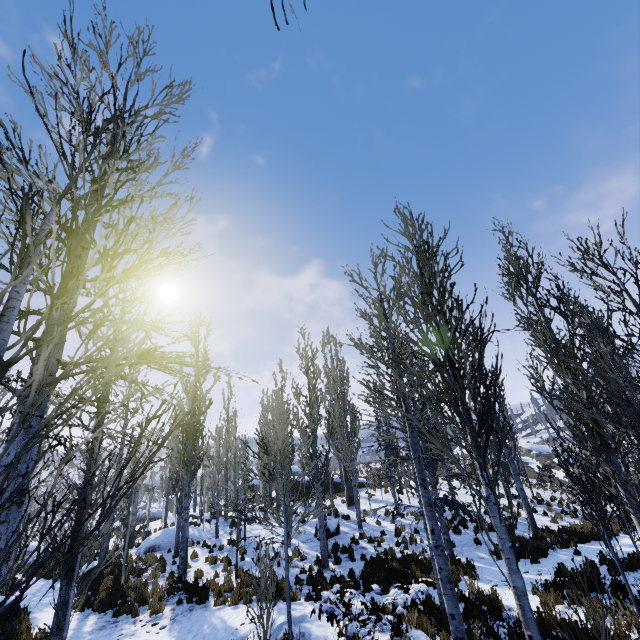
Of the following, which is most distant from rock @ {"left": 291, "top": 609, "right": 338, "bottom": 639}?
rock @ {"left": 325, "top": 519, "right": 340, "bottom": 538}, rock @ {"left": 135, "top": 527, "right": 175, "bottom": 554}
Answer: rock @ {"left": 135, "top": 527, "right": 175, "bottom": 554}

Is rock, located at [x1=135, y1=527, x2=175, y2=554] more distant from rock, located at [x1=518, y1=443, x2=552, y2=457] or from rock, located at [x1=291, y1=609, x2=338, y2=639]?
rock, located at [x1=518, y1=443, x2=552, y2=457]

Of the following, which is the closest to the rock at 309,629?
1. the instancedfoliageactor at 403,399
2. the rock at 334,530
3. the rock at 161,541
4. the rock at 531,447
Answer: the instancedfoliageactor at 403,399

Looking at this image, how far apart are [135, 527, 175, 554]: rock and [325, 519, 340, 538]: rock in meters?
7.8 m

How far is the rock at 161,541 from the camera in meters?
17.9 m

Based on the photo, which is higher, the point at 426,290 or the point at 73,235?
the point at 426,290

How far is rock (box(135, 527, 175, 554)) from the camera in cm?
1788

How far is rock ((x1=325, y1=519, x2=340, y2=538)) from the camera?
16.33m
